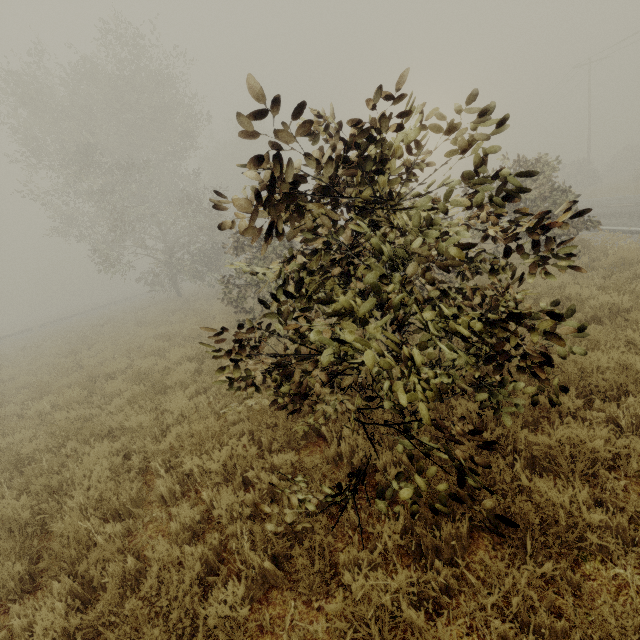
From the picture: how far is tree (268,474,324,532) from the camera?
2.7m

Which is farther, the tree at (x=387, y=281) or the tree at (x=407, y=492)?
the tree at (x=407, y=492)

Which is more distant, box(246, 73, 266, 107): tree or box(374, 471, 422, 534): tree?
box(374, 471, 422, 534): tree

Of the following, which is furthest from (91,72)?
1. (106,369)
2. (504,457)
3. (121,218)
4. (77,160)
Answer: (504,457)

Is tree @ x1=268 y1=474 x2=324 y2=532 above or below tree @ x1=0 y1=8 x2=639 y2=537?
below
